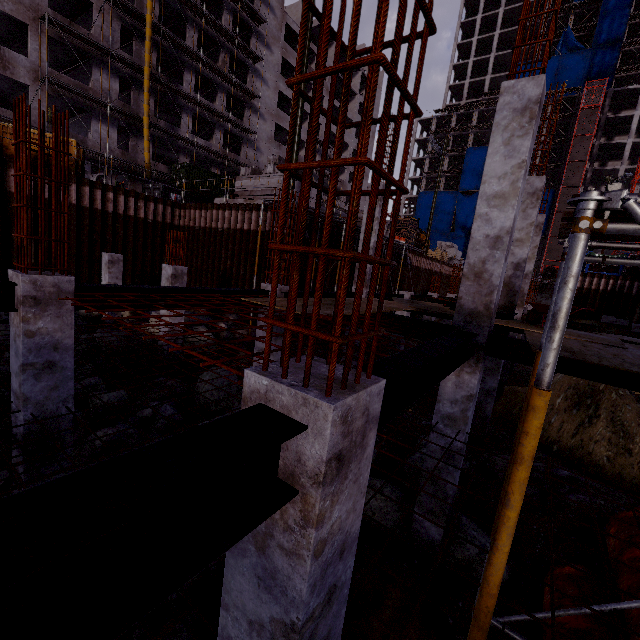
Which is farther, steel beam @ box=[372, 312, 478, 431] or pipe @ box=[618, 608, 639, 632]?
pipe @ box=[618, 608, 639, 632]

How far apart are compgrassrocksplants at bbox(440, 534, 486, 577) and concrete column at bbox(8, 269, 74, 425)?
6.8 meters

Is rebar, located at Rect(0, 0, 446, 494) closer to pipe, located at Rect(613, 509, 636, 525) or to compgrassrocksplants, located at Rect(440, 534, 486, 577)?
pipe, located at Rect(613, 509, 636, 525)

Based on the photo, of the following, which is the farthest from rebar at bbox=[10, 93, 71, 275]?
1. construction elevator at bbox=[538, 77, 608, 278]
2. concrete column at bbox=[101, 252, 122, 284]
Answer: construction elevator at bbox=[538, 77, 608, 278]

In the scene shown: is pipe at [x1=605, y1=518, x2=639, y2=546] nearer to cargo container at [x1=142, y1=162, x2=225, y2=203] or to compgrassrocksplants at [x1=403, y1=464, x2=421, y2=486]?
compgrassrocksplants at [x1=403, y1=464, x2=421, y2=486]

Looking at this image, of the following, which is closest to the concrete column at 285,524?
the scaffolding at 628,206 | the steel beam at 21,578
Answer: the steel beam at 21,578

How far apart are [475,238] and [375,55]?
5.0m

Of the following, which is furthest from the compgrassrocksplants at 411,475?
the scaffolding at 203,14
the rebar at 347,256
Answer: the scaffolding at 203,14
